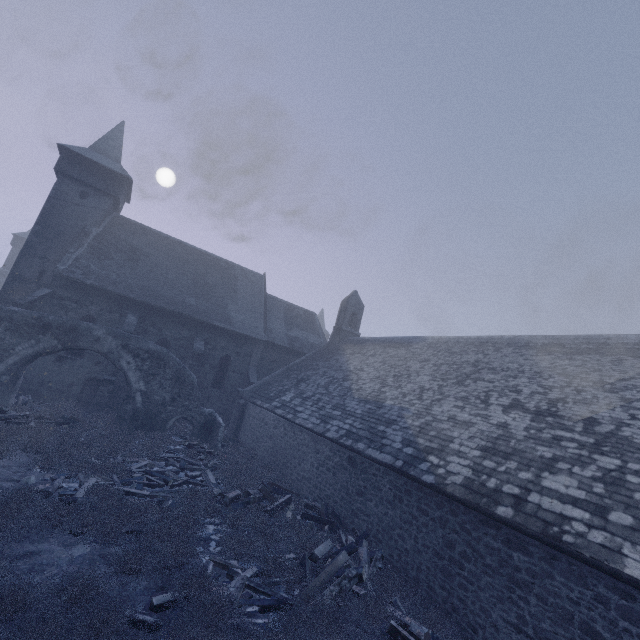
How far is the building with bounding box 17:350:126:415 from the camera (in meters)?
17.77

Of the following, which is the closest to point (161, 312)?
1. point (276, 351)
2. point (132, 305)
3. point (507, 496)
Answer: point (132, 305)

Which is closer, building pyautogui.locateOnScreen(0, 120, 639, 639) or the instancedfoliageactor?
the instancedfoliageactor

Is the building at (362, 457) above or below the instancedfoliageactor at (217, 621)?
above

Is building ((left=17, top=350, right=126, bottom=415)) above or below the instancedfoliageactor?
above

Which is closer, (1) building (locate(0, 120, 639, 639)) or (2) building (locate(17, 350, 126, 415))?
(1) building (locate(0, 120, 639, 639))

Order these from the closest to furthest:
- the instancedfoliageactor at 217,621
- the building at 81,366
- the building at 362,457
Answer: the instancedfoliageactor at 217,621 < the building at 362,457 < the building at 81,366
